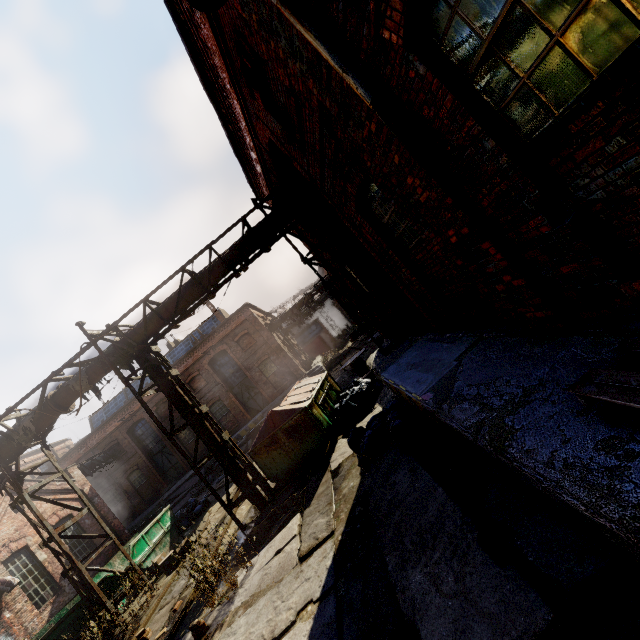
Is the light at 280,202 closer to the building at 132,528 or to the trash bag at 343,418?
the trash bag at 343,418

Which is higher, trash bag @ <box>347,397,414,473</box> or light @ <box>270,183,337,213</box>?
light @ <box>270,183,337,213</box>

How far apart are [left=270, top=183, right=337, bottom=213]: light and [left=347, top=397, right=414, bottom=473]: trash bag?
4.0 meters

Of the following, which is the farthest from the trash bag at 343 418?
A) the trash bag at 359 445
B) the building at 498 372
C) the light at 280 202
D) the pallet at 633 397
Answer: the pallet at 633 397

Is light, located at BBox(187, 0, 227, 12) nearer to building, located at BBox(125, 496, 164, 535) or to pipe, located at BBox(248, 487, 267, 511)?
pipe, located at BBox(248, 487, 267, 511)

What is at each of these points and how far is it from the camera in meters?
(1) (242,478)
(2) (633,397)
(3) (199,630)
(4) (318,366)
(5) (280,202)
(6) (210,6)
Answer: (1) pipe, 8.8 m
(2) pallet, 1.7 m
(3) instancedfoliageactor, 5.3 m
(4) building, 26.0 m
(5) light, 6.8 m
(6) light, 2.7 m

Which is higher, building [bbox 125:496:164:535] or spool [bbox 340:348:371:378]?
building [bbox 125:496:164:535]

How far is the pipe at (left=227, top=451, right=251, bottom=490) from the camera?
8.8m
